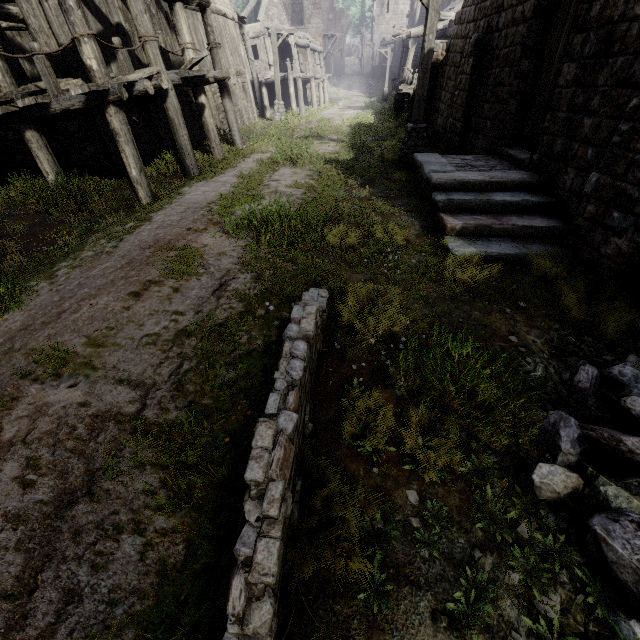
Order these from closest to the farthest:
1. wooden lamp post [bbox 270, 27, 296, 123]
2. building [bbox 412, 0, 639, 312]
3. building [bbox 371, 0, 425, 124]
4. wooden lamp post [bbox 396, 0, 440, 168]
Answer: building [bbox 412, 0, 639, 312]
wooden lamp post [bbox 396, 0, 440, 168]
wooden lamp post [bbox 270, 27, 296, 123]
building [bbox 371, 0, 425, 124]

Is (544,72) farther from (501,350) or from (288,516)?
(288,516)

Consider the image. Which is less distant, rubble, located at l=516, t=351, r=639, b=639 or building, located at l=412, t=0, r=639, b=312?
rubble, located at l=516, t=351, r=639, b=639

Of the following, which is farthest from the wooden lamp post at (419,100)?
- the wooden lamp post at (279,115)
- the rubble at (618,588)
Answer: the wooden lamp post at (279,115)

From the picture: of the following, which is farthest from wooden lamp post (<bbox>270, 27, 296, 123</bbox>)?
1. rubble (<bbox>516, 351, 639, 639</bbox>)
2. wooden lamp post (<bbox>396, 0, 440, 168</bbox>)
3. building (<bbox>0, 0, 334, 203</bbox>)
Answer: rubble (<bbox>516, 351, 639, 639</bbox>)

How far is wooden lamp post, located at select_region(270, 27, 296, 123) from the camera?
18.8 meters

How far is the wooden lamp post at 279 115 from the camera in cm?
1879

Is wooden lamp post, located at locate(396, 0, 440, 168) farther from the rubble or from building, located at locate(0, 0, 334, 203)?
the rubble
